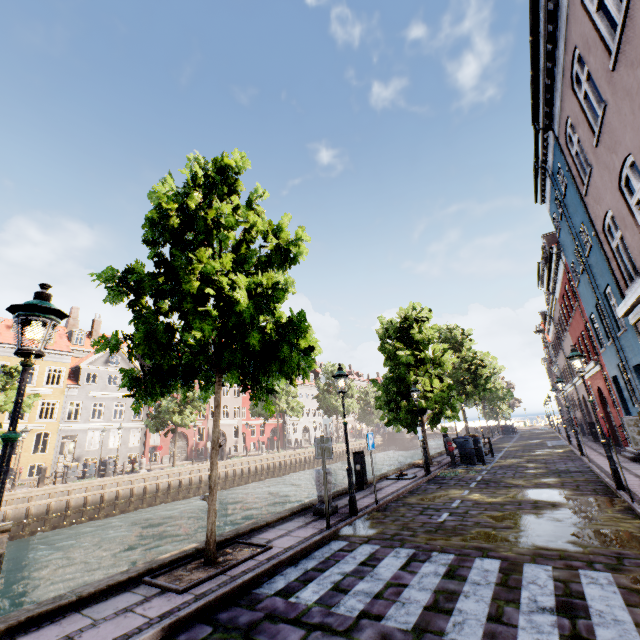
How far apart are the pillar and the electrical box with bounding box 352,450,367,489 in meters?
3.0

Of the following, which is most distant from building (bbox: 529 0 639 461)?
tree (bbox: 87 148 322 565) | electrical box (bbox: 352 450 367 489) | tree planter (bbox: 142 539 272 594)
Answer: electrical box (bbox: 352 450 367 489)

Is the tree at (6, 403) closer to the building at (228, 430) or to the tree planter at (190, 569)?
the tree planter at (190, 569)

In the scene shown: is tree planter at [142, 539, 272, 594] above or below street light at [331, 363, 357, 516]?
below

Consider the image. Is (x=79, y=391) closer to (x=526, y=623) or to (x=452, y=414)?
(x=452, y=414)

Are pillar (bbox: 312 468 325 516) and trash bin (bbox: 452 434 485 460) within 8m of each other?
no

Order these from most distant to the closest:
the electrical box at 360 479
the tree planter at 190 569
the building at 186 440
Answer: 1. the building at 186 440
2. the electrical box at 360 479
3. the tree planter at 190 569

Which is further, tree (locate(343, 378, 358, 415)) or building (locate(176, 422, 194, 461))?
tree (locate(343, 378, 358, 415))
